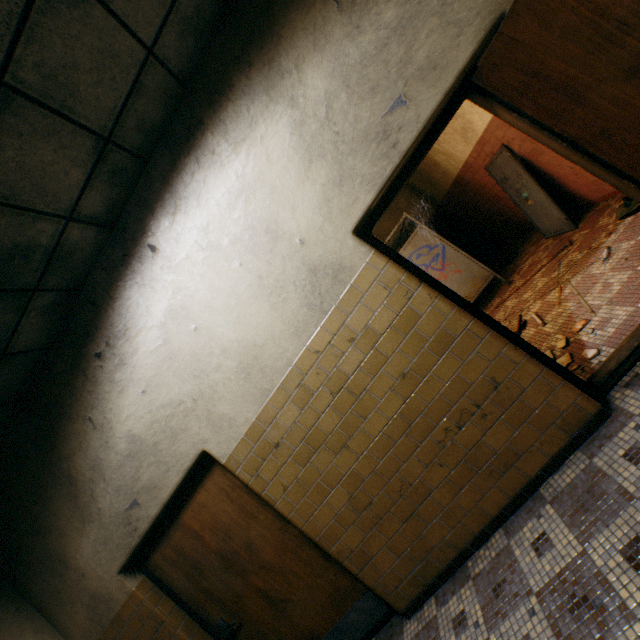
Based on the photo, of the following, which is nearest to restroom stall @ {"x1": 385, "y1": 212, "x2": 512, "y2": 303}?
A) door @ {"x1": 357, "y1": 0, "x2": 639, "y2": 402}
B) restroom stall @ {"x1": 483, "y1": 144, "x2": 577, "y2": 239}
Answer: restroom stall @ {"x1": 483, "y1": 144, "x2": 577, "y2": 239}

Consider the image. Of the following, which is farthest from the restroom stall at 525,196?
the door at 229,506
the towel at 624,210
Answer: the door at 229,506

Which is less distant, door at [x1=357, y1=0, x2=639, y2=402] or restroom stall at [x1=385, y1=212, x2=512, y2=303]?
door at [x1=357, y1=0, x2=639, y2=402]

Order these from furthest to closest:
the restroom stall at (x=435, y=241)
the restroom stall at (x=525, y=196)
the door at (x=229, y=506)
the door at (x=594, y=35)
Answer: the restroom stall at (x=435, y=241)
the restroom stall at (x=525, y=196)
the door at (x=229, y=506)
the door at (x=594, y=35)

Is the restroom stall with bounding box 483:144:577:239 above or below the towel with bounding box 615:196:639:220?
above

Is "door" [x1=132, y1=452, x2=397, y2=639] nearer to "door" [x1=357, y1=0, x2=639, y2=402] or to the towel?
"door" [x1=357, y1=0, x2=639, y2=402]

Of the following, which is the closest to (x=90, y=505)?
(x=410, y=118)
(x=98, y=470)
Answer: (x=98, y=470)

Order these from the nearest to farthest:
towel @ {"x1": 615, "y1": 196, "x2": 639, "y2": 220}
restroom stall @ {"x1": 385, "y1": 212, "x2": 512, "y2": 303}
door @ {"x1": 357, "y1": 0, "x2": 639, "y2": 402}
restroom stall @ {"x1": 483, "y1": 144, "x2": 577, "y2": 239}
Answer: door @ {"x1": 357, "y1": 0, "x2": 639, "y2": 402} < towel @ {"x1": 615, "y1": 196, "x2": 639, "y2": 220} < restroom stall @ {"x1": 483, "y1": 144, "x2": 577, "y2": 239} < restroom stall @ {"x1": 385, "y1": 212, "x2": 512, "y2": 303}
